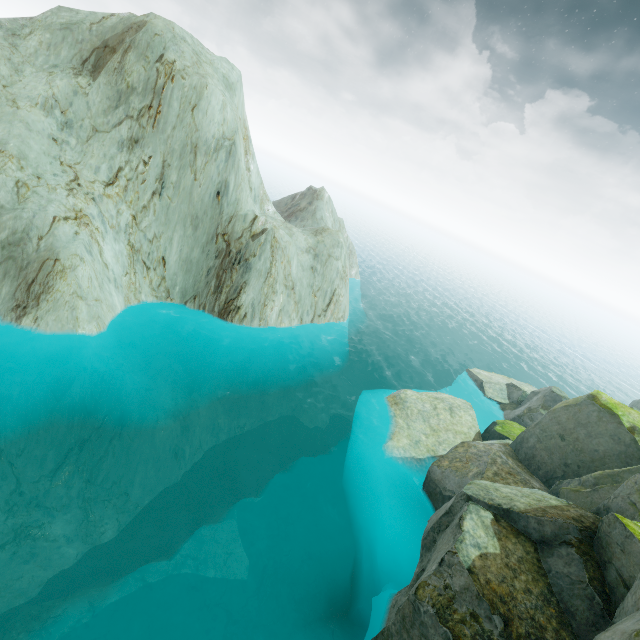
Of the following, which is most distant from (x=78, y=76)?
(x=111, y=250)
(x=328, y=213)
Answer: (x=328, y=213)
